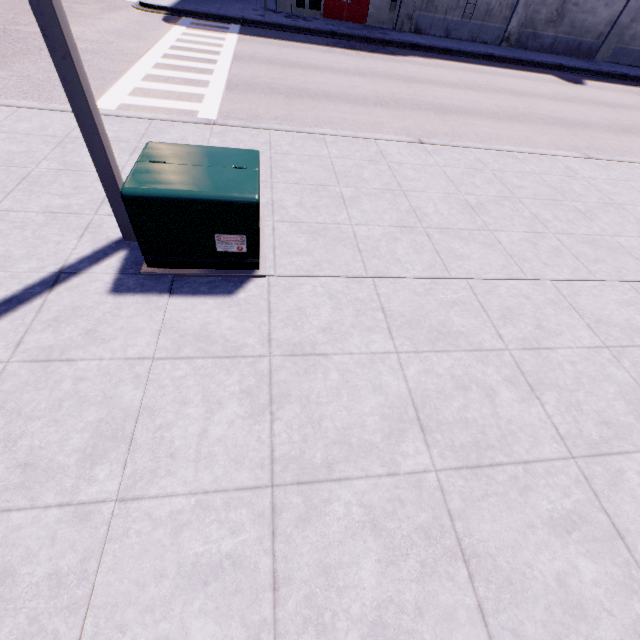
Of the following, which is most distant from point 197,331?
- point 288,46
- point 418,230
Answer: point 288,46

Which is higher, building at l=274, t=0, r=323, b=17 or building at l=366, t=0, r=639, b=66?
building at l=366, t=0, r=639, b=66

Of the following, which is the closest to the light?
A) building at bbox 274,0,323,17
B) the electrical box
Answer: the electrical box

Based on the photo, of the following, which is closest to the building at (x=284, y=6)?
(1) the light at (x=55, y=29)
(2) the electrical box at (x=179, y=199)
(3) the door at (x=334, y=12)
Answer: (3) the door at (x=334, y=12)

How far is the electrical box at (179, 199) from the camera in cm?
335

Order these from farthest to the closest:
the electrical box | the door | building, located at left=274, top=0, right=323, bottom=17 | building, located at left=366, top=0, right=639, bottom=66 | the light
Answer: building, located at left=366, top=0, right=639, bottom=66 → the door → building, located at left=274, top=0, right=323, bottom=17 → the electrical box → the light

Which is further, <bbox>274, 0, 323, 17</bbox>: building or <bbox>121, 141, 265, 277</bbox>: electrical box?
<bbox>274, 0, 323, 17</bbox>: building
